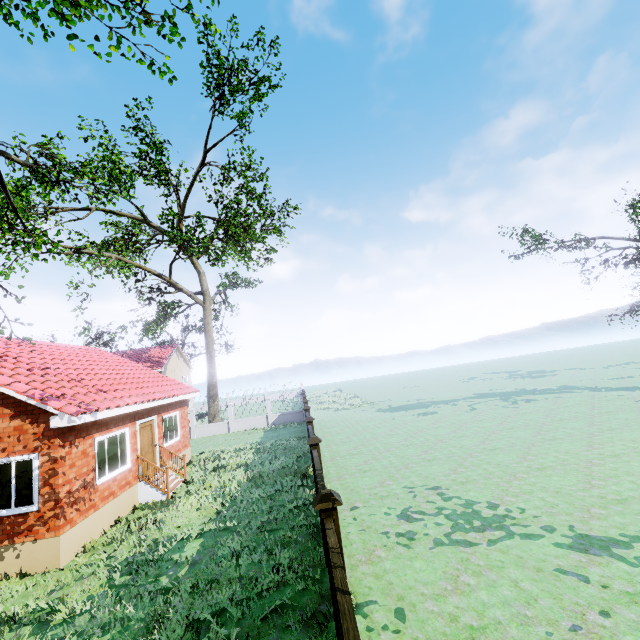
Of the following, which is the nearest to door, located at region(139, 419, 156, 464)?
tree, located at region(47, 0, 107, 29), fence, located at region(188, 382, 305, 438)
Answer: fence, located at region(188, 382, 305, 438)

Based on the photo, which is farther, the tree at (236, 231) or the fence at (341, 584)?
the tree at (236, 231)

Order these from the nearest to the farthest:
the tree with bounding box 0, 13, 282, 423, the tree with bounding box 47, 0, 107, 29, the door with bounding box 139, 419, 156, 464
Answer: the tree with bounding box 47, 0, 107, 29 < the door with bounding box 139, 419, 156, 464 < the tree with bounding box 0, 13, 282, 423

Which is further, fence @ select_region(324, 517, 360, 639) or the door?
the door

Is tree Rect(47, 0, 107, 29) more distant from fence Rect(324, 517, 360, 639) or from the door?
the door

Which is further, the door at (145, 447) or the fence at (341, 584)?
the door at (145, 447)

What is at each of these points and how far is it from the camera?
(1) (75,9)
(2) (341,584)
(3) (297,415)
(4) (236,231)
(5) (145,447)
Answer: (1) tree, 8.2m
(2) fence, 2.4m
(3) fence, 26.5m
(4) tree, 34.0m
(5) door, 13.2m

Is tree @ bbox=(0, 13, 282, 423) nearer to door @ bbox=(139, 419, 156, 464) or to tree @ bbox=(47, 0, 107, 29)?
tree @ bbox=(47, 0, 107, 29)
